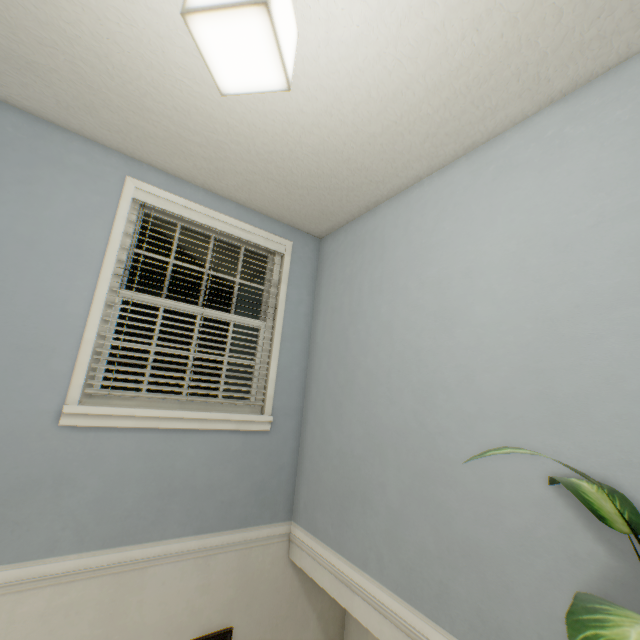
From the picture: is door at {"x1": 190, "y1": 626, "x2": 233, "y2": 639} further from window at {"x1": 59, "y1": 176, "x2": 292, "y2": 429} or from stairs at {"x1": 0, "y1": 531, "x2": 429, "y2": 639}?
window at {"x1": 59, "y1": 176, "x2": 292, "y2": 429}

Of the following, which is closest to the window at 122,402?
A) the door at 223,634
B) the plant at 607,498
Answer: the door at 223,634

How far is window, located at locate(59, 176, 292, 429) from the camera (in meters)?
1.90

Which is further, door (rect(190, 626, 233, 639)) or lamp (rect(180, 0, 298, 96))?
door (rect(190, 626, 233, 639))

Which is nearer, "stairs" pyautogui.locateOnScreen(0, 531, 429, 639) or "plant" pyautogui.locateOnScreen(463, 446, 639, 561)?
"plant" pyautogui.locateOnScreen(463, 446, 639, 561)

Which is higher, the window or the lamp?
the lamp

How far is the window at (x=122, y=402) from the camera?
1.90m

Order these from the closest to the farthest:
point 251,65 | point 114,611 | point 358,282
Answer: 1. point 251,65
2. point 114,611
3. point 358,282
